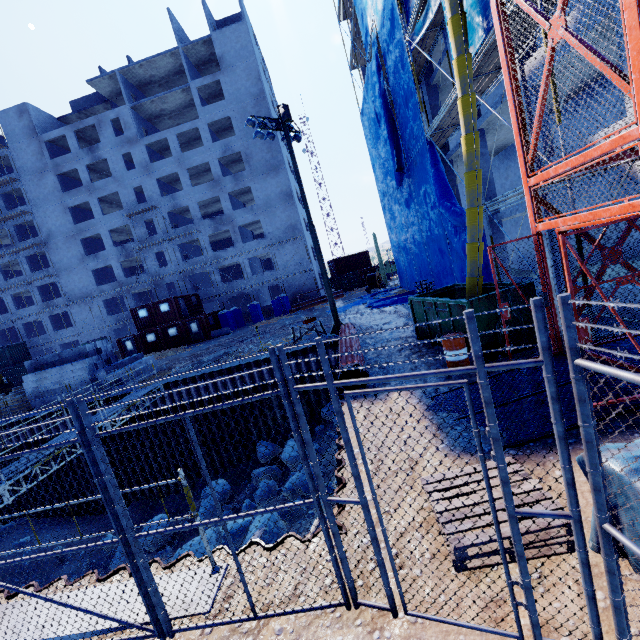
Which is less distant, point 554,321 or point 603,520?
point 603,520

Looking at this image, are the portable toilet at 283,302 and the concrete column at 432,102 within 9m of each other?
no

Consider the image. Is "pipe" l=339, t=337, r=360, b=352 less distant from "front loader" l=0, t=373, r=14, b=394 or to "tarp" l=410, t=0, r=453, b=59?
"tarp" l=410, t=0, r=453, b=59

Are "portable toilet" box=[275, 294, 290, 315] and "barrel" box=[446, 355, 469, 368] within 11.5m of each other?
no

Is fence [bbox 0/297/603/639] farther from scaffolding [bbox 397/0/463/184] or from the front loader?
the front loader

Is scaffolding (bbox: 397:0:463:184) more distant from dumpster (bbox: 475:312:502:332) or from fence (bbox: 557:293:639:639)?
fence (bbox: 557:293:639:639)

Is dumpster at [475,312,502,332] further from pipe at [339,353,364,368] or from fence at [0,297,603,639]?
fence at [0,297,603,639]

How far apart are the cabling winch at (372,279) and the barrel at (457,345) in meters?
25.3
